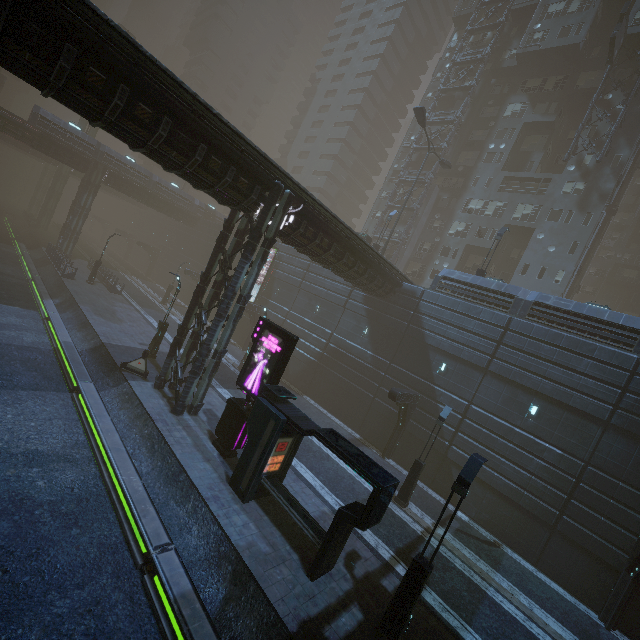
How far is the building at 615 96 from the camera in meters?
31.1

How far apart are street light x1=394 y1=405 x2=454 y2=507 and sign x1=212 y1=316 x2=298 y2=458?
8.39m

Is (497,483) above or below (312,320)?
below

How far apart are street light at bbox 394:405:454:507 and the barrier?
14.7m

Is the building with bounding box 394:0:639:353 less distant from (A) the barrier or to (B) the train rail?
(B) the train rail

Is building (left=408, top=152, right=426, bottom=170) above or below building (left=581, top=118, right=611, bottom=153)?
below

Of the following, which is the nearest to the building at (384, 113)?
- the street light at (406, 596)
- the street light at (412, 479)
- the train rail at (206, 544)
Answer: the train rail at (206, 544)

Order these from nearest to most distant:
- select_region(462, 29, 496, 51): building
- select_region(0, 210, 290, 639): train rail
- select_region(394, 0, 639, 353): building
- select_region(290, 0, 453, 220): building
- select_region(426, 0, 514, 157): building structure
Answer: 1. select_region(0, 210, 290, 639): train rail
2. select_region(394, 0, 639, 353): building
3. select_region(426, 0, 514, 157): building structure
4. select_region(462, 29, 496, 51): building
5. select_region(290, 0, 453, 220): building
